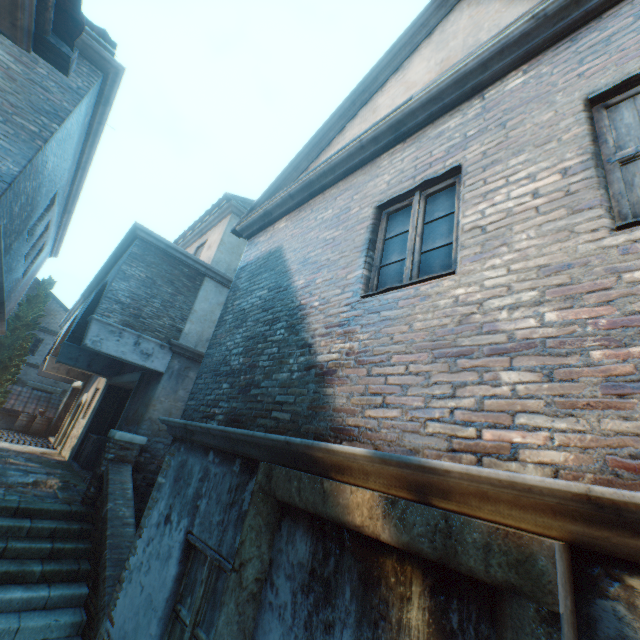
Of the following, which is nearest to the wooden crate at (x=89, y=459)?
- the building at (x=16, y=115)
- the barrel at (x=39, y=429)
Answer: the building at (x=16, y=115)

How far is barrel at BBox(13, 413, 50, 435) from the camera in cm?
1748

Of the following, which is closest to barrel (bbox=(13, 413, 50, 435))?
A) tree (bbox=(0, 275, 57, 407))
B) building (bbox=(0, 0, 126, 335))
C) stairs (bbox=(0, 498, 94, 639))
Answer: tree (bbox=(0, 275, 57, 407))

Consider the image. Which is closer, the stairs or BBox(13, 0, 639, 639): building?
BBox(13, 0, 639, 639): building

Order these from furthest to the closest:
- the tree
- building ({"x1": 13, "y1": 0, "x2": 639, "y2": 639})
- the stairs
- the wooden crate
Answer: the tree < the wooden crate < the stairs < building ({"x1": 13, "y1": 0, "x2": 639, "y2": 639})

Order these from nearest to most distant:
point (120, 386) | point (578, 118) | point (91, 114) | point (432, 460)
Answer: point (432, 460) → point (578, 118) → point (91, 114) → point (120, 386)

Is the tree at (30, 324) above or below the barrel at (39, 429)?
above

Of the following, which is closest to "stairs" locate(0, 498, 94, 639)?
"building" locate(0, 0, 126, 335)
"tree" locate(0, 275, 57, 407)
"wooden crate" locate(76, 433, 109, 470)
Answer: "building" locate(0, 0, 126, 335)
